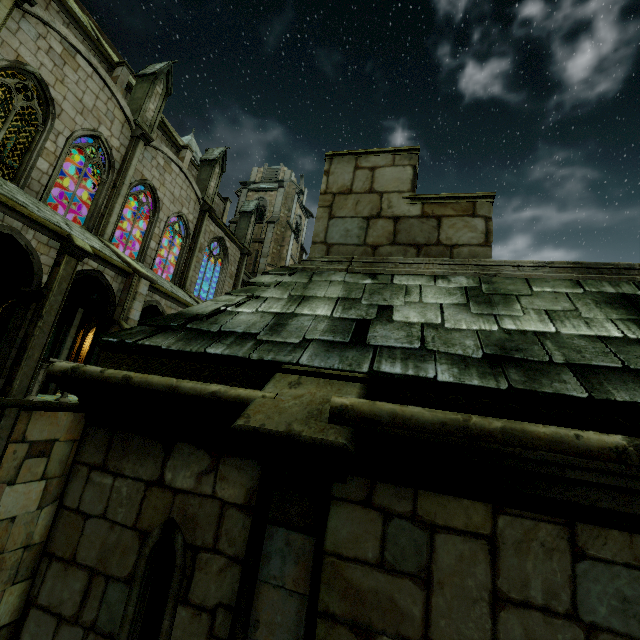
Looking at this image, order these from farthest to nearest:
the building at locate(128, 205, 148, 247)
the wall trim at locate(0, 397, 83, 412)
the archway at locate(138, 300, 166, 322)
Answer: the building at locate(128, 205, 148, 247), the archway at locate(138, 300, 166, 322), the wall trim at locate(0, 397, 83, 412)

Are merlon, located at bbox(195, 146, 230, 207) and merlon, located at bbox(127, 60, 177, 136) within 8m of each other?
yes

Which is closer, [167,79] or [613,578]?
[613,578]

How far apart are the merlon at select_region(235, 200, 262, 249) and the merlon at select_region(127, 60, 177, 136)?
10.6 meters

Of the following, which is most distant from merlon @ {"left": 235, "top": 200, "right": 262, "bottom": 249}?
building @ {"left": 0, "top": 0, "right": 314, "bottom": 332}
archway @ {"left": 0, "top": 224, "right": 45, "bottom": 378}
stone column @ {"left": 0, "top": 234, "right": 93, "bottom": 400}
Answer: stone column @ {"left": 0, "top": 234, "right": 93, "bottom": 400}

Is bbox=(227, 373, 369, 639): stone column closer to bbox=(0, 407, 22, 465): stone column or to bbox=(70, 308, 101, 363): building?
bbox=(70, 308, 101, 363): building

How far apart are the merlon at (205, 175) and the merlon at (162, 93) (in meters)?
4.62

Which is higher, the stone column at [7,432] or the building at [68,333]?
the building at [68,333]
